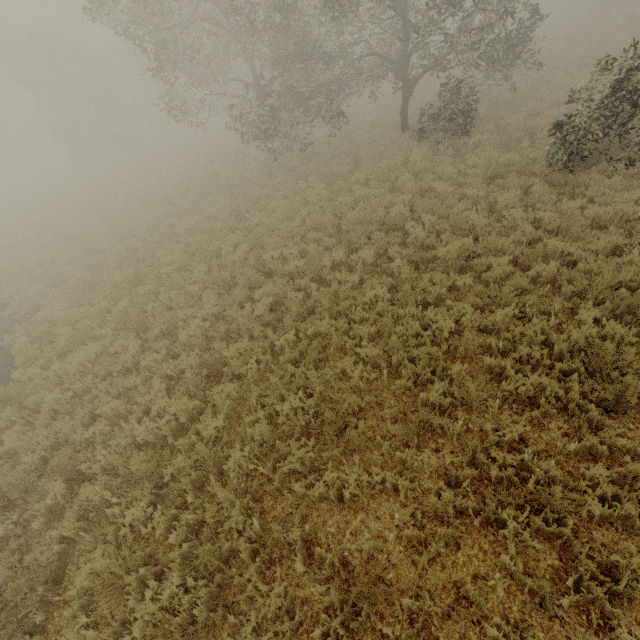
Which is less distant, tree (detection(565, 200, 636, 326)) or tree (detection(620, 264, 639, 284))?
tree (detection(565, 200, 636, 326))

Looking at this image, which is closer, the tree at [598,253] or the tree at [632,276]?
the tree at [598,253]

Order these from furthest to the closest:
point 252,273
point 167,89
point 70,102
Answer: point 70,102 < point 167,89 < point 252,273
